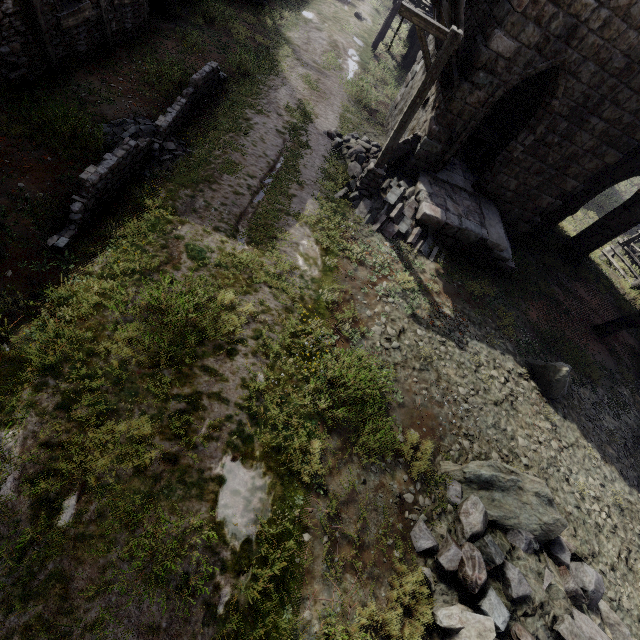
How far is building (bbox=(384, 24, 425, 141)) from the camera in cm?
1295

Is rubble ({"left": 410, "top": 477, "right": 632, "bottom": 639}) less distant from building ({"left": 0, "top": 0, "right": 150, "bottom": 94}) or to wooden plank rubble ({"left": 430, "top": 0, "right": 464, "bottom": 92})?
building ({"left": 0, "top": 0, "right": 150, "bottom": 94})

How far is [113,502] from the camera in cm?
418

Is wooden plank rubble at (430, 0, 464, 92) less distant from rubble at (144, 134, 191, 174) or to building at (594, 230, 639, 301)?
building at (594, 230, 639, 301)

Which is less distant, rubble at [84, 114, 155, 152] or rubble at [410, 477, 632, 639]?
rubble at [410, 477, 632, 639]

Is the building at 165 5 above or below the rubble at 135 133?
below

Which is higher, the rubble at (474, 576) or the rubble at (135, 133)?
the rubble at (474, 576)

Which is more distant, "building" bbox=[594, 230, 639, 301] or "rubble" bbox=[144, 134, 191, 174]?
"building" bbox=[594, 230, 639, 301]
